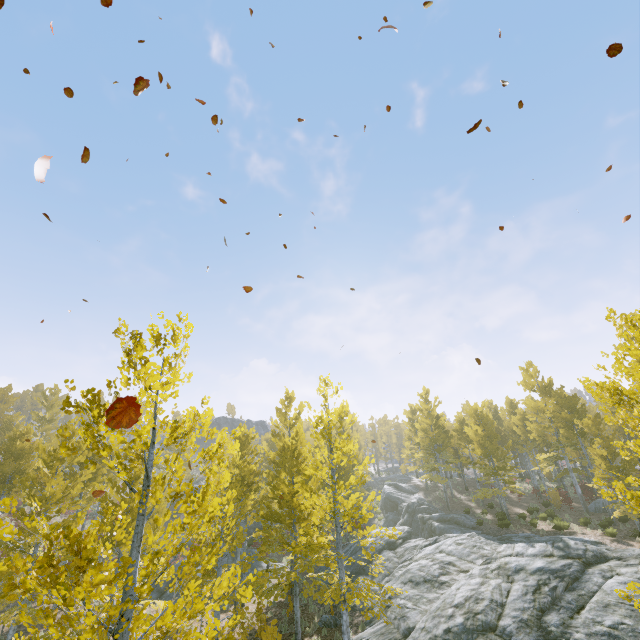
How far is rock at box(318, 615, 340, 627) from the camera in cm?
1471

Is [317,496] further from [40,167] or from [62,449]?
[40,167]

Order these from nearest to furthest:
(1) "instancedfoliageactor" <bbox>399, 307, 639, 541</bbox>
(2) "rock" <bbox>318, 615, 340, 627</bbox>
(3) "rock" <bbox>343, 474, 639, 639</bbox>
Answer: (1) "instancedfoliageactor" <bbox>399, 307, 639, 541</bbox> → (3) "rock" <bbox>343, 474, 639, 639</bbox> → (2) "rock" <bbox>318, 615, 340, 627</bbox>

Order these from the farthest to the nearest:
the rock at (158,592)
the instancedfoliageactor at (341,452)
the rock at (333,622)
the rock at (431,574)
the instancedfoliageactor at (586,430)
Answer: the rock at (158,592)
the rock at (333,622)
the rock at (431,574)
the instancedfoliageactor at (586,430)
the instancedfoliageactor at (341,452)

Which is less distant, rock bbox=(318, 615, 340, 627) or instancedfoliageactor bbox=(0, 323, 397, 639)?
instancedfoliageactor bbox=(0, 323, 397, 639)

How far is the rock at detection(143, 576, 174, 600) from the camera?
20.9m

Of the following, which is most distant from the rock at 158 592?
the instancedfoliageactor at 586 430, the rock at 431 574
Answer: the rock at 431 574

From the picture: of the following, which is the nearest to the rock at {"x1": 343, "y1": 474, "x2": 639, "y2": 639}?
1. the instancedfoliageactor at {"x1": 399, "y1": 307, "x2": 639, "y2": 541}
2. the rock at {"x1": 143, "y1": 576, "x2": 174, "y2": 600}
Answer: the instancedfoliageactor at {"x1": 399, "y1": 307, "x2": 639, "y2": 541}
